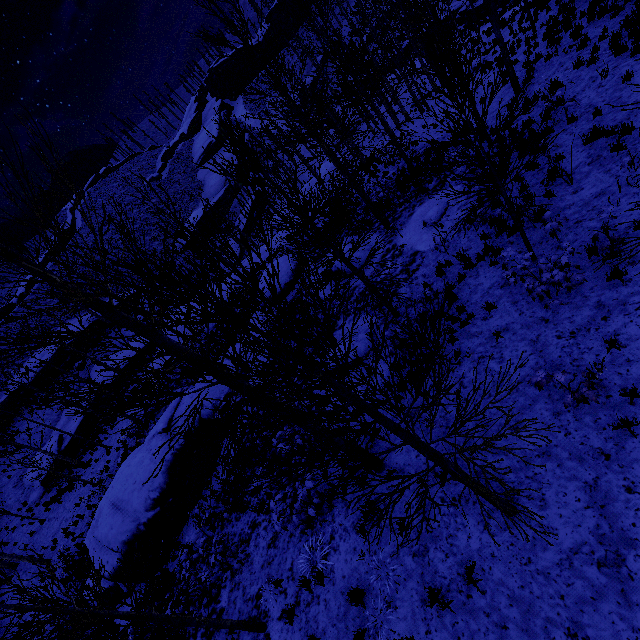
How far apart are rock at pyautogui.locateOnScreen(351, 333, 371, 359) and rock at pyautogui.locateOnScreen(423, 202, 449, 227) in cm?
501

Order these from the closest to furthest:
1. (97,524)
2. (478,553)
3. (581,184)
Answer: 1. (478,553)
2. (581,184)
3. (97,524)

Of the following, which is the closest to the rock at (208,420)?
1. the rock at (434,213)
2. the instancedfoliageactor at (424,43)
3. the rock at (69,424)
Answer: the instancedfoliageactor at (424,43)

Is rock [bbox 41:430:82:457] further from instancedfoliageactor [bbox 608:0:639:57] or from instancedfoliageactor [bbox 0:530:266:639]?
instancedfoliageactor [bbox 608:0:639:57]

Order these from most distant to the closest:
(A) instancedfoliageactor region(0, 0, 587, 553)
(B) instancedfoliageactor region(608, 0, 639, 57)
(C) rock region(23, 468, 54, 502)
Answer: (C) rock region(23, 468, 54, 502) < (B) instancedfoliageactor region(608, 0, 639, 57) < (A) instancedfoliageactor region(0, 0, 587, 553)

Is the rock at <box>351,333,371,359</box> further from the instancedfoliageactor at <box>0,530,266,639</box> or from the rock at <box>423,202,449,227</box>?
the instancedfoliageactor at <box>0,530,266,639</box>

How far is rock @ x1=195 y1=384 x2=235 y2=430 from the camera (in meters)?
13.83

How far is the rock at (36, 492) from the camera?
26.1m
